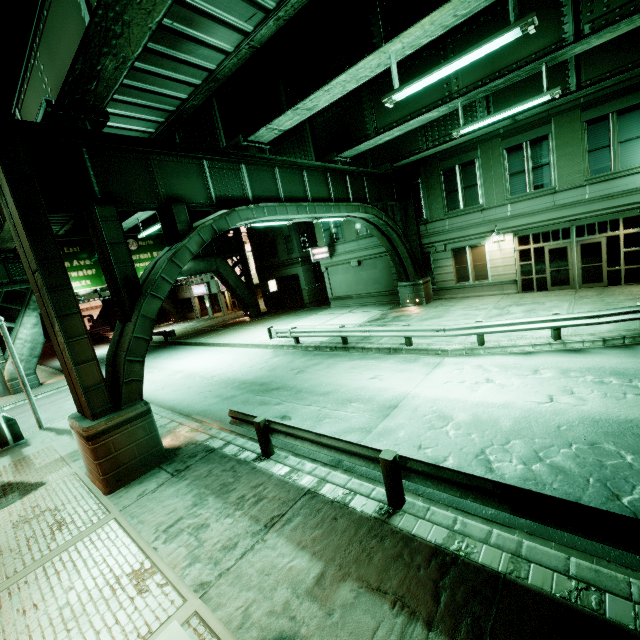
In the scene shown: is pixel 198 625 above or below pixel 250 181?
below

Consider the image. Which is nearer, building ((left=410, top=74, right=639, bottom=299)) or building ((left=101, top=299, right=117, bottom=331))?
building ((left=410, top=74, right=639, bottom=299))

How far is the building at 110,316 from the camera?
46.38m

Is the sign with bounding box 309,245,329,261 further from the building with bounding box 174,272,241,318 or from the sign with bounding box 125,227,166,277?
the sign with bounding box 125,227,166,277

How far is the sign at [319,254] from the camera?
26.0 meters

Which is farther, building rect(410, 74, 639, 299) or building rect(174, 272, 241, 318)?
building rect(174, 272, 241, 318)

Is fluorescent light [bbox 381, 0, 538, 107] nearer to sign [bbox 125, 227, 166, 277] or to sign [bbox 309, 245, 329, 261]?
sign [bbox 309, 245, 329, 261]

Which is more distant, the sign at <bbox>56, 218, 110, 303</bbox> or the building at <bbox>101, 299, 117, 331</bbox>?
the building at <bbox>101, 299, 117, 331</bbox>
